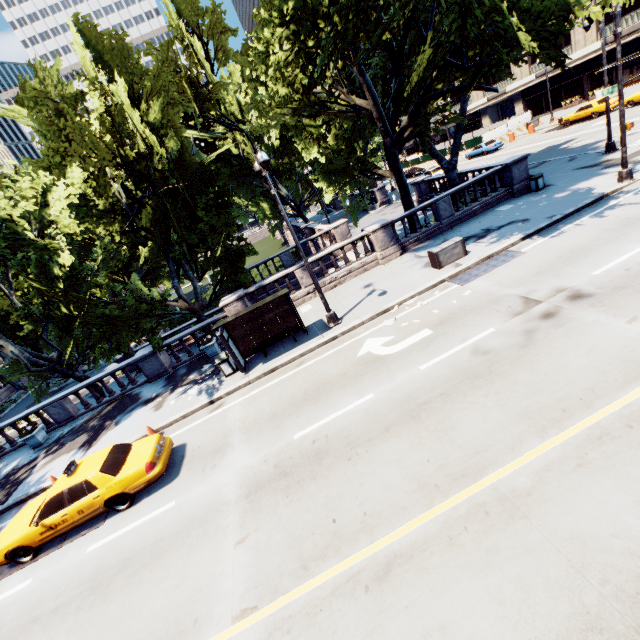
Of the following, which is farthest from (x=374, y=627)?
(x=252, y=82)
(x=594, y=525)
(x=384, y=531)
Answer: (x=252, y=82)

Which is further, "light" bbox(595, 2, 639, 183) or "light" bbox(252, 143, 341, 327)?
"light" bbox(595, 2, 639, 183)

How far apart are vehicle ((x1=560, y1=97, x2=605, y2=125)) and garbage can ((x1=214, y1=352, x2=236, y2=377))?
41.41m

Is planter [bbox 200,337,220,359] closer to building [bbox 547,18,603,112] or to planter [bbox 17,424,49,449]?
planter [bbox 17,424,49,449]

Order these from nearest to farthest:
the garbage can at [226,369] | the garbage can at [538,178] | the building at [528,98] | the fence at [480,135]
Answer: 1. the garbage can at [226,369]
2. the garbage can at [538,178]
3. the fence at [480,135]
4. the building at [528,98]

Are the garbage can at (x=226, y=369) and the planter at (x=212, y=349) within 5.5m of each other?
yes

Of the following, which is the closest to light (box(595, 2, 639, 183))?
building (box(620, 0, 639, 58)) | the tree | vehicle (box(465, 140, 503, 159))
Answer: the tree

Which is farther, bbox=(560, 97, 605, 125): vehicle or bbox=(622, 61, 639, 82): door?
bbox=(622, 61, 639, 82): door
